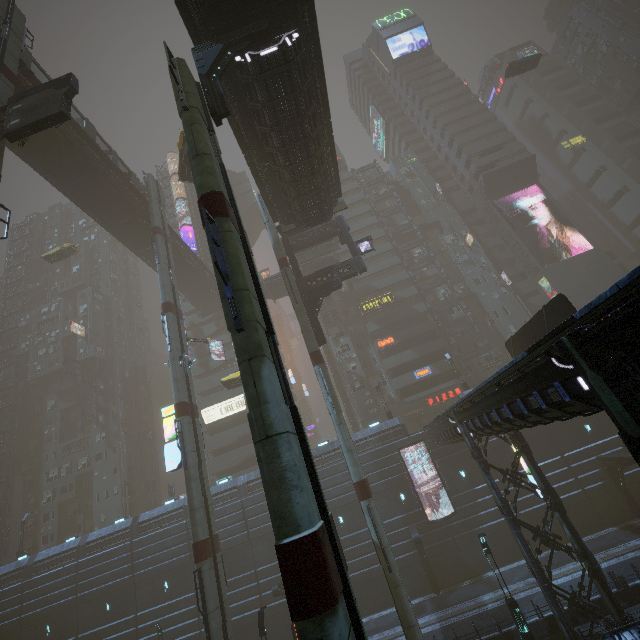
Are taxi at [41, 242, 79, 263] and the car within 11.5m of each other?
yes

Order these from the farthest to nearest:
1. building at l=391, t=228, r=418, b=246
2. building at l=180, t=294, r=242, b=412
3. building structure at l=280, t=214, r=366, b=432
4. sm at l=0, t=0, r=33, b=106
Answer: building at l=391, t=228, r=418, b=246 < building at l=180, t=294, r=242, b=412 < building structure at l=280, t=214, r=366, b=432 < sm at l=0, t=0, r=33, b=106

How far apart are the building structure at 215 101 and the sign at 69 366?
55.3m

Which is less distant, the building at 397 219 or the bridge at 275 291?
the bridge at 275 291

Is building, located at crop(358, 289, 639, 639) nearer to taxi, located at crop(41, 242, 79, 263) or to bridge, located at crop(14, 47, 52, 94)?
bridge, located at crop(14, 47, 52, 94)

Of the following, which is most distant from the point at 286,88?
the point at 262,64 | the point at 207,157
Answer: the point at 207,157

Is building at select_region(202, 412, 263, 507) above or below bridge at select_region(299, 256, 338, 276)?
below

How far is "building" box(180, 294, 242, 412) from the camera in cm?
4944
